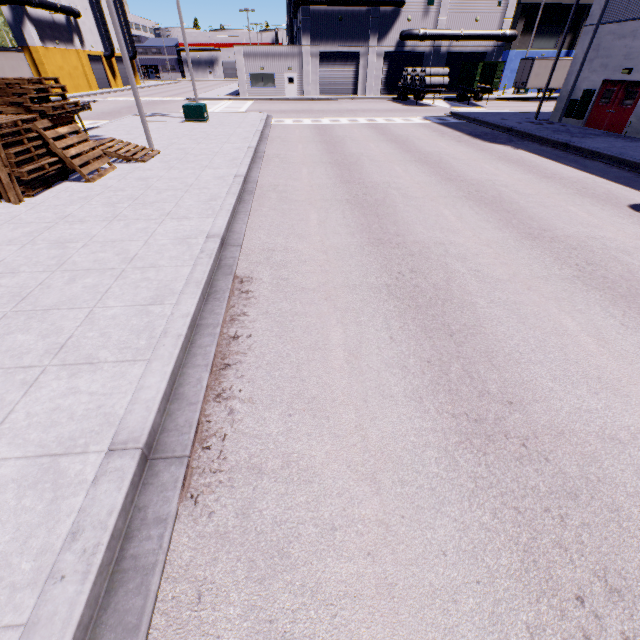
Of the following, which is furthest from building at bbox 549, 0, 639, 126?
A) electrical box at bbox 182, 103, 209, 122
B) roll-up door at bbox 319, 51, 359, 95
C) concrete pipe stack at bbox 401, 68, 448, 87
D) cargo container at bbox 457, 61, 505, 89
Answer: electrical box at bbox 182, 103, 209, 122

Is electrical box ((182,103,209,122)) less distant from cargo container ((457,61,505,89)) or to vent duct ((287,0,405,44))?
vent duct ((287,0,405,44))

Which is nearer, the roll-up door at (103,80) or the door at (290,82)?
the door at (290,82)

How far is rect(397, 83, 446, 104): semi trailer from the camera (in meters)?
32.44

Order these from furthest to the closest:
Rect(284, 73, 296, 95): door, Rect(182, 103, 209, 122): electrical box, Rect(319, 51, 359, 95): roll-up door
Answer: Rect(284, 73, 296, 95): door, Rect(319, 51, 359, 95): roll-up door, Rect(182, 103, 209, 122): electrical box

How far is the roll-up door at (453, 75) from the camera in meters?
40.0

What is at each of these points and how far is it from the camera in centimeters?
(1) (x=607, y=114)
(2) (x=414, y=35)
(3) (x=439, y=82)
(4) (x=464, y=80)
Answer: (1) door, 1862cm
(2) pipe, 3719cm
(3) concrete pipe stack, 3148cm
(4) cargo container, 3678cm

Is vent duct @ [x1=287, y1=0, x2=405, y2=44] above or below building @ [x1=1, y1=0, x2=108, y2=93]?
above
